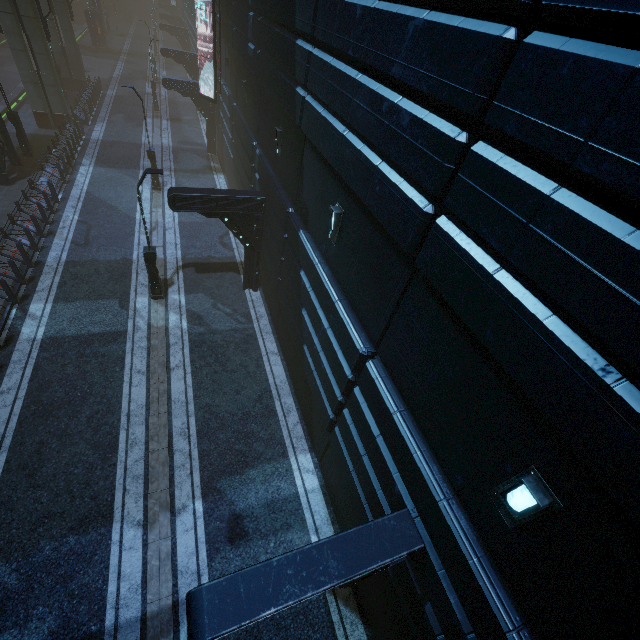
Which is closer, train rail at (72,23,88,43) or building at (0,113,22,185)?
building at (0,113,22,185)

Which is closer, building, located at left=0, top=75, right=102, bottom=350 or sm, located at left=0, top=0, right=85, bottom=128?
building, located at left=0, top=75, right=102, bottom=350

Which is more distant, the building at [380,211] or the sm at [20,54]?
the sm at [20,54]

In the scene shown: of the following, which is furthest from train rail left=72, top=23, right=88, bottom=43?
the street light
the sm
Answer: the street light

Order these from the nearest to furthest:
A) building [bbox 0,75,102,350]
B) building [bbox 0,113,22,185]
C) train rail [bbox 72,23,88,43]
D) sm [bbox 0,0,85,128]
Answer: building [bbox 0,75,102,350], building [bbox 0,113,22,185], sm [bbox 0,0,85,128], train rail [bbox 72,23,88,43]

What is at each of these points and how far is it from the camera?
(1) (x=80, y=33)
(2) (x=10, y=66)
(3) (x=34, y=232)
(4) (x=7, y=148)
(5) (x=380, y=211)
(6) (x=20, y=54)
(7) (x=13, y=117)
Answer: (1) train rail, 52.9 meters
(2) train rail, 36.3 meters
(3) building, 15.5 meters
(4) building, 19.1 meters
(5) building, 5.5 meters
(6) sm, 21.2 meters
(7) street light, 19.5 meters

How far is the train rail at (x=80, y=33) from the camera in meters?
51.2 m

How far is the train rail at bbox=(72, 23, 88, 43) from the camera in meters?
51.2
